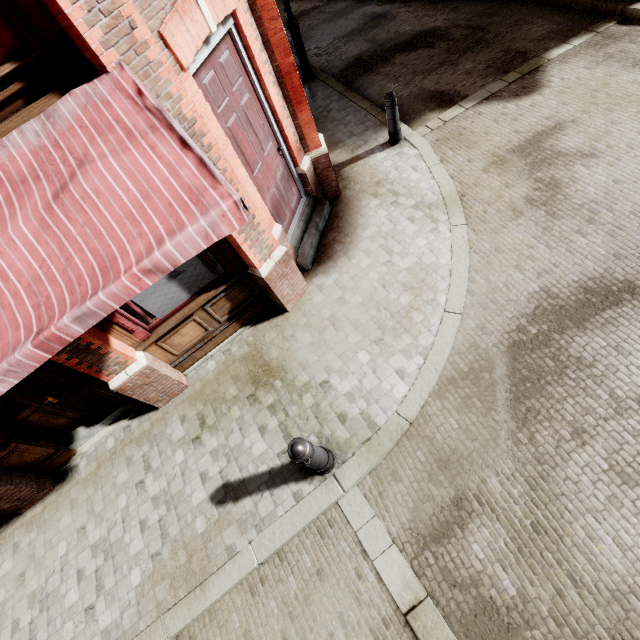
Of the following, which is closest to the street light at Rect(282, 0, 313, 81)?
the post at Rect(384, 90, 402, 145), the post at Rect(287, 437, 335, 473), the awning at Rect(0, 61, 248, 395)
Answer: the post at Rect(384, 90, 402, 145)

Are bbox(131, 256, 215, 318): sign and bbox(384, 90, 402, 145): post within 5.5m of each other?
yes

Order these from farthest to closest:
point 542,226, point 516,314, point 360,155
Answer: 1. point 360,155
2. point 542,226
3. point 516,314

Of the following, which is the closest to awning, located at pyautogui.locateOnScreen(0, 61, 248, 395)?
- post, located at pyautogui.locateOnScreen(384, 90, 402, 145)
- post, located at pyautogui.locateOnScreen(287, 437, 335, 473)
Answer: post, located at pyautogui.locateOnScreen(287, 437, 335, 473)

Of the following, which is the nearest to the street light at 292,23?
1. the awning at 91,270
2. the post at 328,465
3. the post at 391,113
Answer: the post at 391,113

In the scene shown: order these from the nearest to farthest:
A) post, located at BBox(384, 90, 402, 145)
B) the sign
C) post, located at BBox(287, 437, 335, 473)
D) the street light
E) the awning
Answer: the awning
post, located at BBox(287, 437, 335, 473)
the sign
post, located at BBox(384, 90, 402, 145)
the street light

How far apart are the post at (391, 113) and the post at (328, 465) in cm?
609

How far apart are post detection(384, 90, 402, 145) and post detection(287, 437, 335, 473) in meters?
6.1 m
